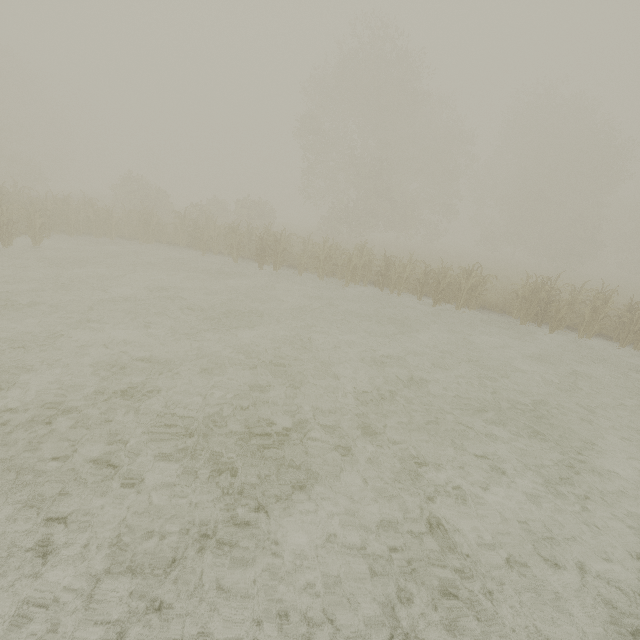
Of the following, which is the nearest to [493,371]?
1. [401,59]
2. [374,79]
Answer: [374,79]
